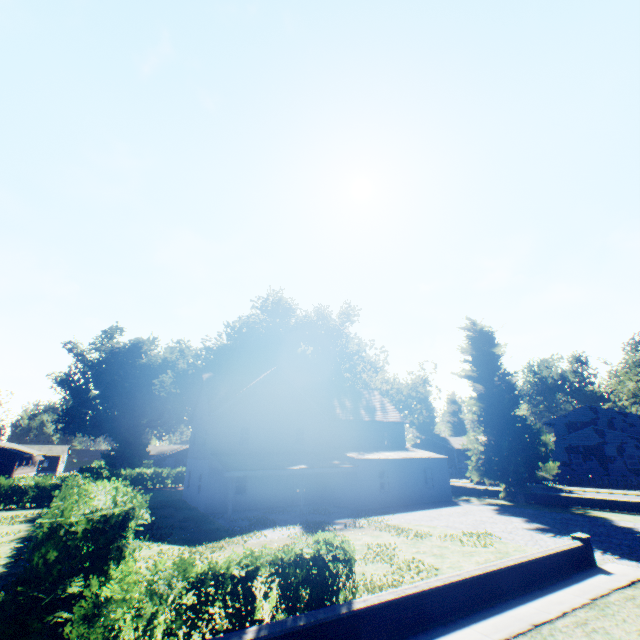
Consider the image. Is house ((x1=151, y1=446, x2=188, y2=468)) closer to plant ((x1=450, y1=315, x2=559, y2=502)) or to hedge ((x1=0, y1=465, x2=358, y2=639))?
plant ((x1=450, y1=315, x2=559, y2=502))

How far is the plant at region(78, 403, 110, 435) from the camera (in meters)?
57.97

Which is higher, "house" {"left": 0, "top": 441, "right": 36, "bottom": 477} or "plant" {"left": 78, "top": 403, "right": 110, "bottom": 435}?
"plant" {"left": 78, "top": 403, "right": 110, "bottom": 435}

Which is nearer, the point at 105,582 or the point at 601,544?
the point at 105,582

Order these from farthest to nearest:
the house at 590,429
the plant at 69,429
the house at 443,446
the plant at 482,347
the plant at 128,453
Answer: the plant at 128,453 < the plant at 69,429 < the house at 443,446 < the house at 590,429 < the plant at 482,347

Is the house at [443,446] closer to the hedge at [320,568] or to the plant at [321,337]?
the plant at [321,337]

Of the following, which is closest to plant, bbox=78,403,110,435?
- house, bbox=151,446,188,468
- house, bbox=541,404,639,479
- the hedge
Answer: house, bbox=541,404,639,479
